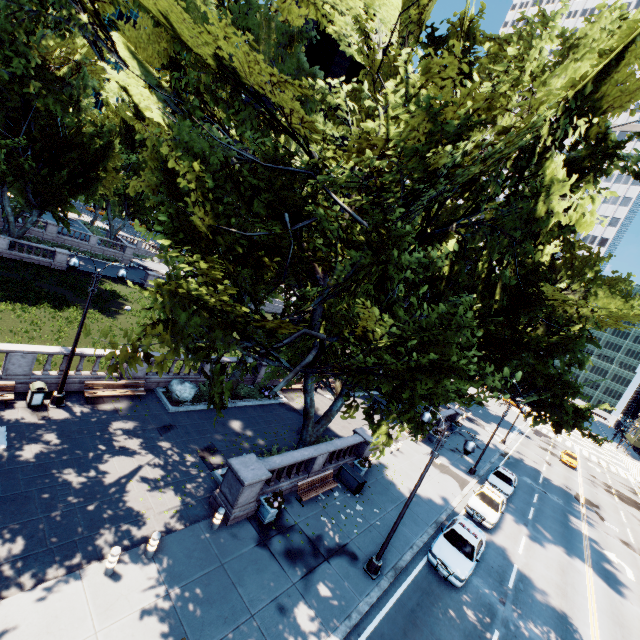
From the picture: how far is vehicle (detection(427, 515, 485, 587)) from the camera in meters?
14.9

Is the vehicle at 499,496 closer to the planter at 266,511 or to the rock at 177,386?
the planter at 266,511

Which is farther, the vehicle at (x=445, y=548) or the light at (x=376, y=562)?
the vehicle at (x=445, y=548)

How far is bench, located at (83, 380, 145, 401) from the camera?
16.5m

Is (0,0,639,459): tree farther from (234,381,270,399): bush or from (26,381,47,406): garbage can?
(26,381,47,406): garbage can

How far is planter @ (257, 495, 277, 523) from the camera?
13.6m

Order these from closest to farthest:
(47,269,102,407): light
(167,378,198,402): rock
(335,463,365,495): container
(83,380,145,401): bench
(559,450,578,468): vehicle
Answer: (47,269,102,407): light
(83,380,145,401): bench
(335,463,365,495): container
(167,378,198,402): rock
(559,450,578,468): vehicle

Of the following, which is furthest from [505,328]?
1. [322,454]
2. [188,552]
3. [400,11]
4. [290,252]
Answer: [400,11]
